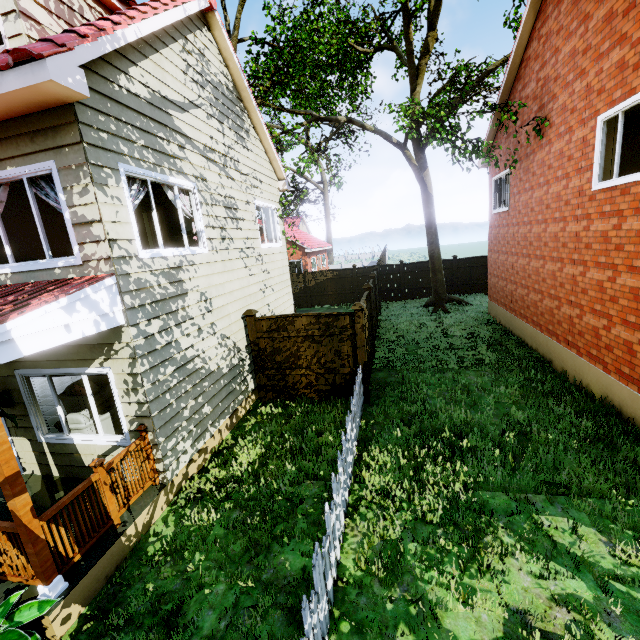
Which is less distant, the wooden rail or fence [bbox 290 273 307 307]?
the wooden rail

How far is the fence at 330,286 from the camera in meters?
9.6

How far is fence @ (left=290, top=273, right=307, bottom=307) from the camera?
21.2 meters

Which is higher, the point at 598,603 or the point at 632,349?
the point at 632,349

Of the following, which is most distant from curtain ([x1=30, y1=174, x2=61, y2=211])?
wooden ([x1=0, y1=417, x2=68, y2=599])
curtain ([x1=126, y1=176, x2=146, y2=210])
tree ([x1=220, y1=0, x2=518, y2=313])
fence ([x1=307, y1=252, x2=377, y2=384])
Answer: tree ([x1=220, y1=0, x2=518, y2=313])

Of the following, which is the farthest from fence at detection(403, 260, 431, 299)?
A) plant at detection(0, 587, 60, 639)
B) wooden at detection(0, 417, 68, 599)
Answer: wooden at detection(0, 417, 68, 599)

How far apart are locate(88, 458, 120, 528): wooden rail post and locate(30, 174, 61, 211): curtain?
3.0 meters

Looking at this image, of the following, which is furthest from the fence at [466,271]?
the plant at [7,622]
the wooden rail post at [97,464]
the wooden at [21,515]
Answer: the wooden rail post at [97,464]
